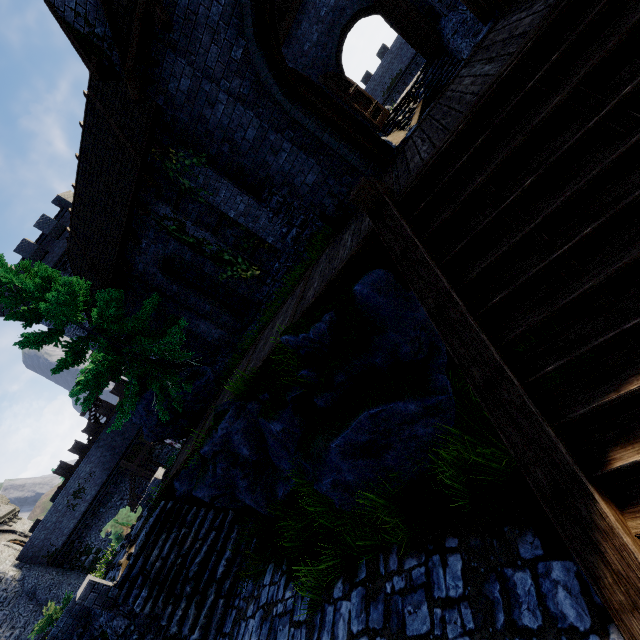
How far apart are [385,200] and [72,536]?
38.95m

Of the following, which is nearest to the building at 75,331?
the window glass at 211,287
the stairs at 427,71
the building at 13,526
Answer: the building at 13,526

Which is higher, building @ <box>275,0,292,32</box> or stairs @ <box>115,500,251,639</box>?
building @ <box>275,0,292,32</box>

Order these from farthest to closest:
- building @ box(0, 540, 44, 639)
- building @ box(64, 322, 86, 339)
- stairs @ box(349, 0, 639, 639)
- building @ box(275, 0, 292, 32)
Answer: building @ box(64, 322, 86, 339) < building @ box(0, 540, 44, 639) < building @ box(275, 0, 292, 32) < stairs @ box(349, 0, 639, 639)

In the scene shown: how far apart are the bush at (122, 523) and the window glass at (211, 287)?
13.1m

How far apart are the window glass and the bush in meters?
13.1

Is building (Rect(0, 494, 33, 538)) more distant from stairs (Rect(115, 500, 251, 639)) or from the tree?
stairs (Rect(115, 500, 251, 639))

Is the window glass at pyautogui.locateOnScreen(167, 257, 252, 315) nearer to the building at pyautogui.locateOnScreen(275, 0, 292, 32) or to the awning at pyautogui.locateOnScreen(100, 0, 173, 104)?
the building at pyautogui.locateOnScreen(275, 0, 292, 32)
